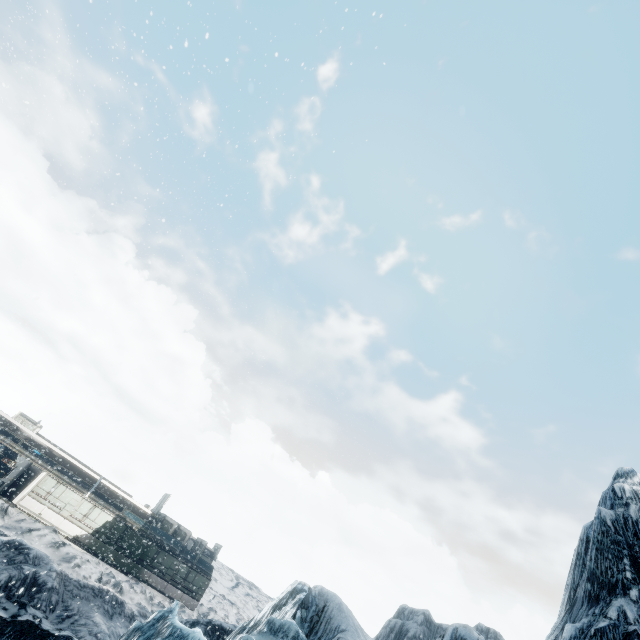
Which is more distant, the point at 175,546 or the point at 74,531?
the point at 175,546
